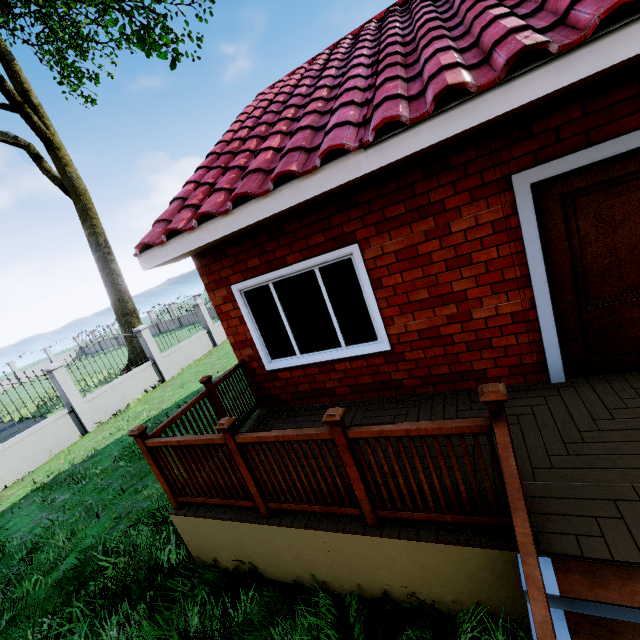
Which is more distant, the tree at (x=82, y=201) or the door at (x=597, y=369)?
the tree at (x=82, y=201)

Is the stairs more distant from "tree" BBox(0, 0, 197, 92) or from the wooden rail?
"tree" BBox(0, 0, 197, 92)

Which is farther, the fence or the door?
the fence

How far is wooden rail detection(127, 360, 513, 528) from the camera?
2.15m

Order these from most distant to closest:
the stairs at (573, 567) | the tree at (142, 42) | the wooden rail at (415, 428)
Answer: the tree at (142, 42) → the wooden rail at (415, 428) → the stairs at (573, 567)

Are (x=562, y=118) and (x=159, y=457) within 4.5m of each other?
no

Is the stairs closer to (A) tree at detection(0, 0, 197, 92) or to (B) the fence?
(B) the fence

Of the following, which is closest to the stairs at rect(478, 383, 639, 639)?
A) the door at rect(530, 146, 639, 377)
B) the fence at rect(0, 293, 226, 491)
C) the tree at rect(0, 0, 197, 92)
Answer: the door at rect(530, 146, 639, 377)
